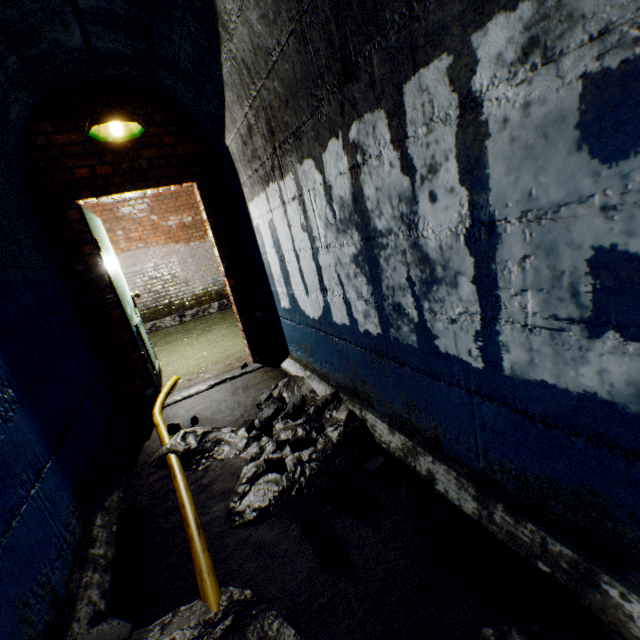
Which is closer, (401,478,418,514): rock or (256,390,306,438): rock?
(401,478,418,514): rock

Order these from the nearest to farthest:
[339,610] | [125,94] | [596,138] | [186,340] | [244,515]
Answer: [596,138]
[339,610]
[244,515]
[125,94]
[186,340]

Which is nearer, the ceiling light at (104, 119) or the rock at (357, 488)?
the rock at (357, 488)

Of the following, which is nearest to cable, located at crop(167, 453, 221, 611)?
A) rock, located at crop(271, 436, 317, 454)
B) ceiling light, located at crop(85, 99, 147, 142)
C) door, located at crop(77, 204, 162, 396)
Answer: rock, located at crop(271, 436, 317, 454)

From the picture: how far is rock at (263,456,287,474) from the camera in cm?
177

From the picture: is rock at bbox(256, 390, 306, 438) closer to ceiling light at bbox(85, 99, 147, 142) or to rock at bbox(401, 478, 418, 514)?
rock at bbox(401, 478, 418, 514)

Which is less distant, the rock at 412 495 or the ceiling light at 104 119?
the rock at 412 495

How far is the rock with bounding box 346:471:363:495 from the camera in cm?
168
